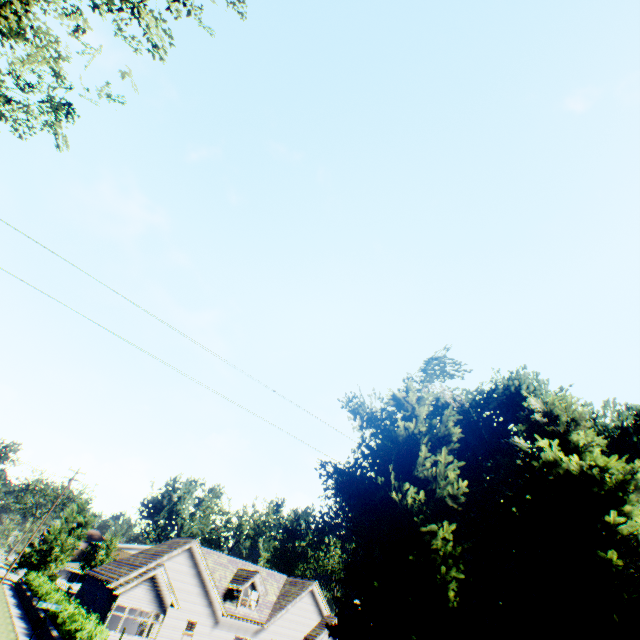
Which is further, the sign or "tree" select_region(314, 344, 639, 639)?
the sign

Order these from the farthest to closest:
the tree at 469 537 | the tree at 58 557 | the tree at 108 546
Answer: the tree at 108 546 < the tree at 58 557 < the tree at 469 537

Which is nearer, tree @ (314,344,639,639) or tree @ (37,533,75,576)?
tree @ (314,344,639,639)

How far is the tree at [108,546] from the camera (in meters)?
44.88

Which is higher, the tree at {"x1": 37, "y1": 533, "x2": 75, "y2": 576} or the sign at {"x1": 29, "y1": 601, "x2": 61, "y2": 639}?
the tree at {"x1": 37, "y1": 533, "x2": 75, "y2": 576}

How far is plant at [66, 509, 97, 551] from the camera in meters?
48.6 m

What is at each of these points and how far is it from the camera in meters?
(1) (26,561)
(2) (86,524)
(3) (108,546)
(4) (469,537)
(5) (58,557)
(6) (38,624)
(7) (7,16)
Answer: (1) plant, 59.5 m
(2) plant, 50.4 m
(3) tree, 46.3 m
(4) tree, 8.5 m
(5) tree, 43.4 m
(6) sign, 14.4 m
(7) tree, 8.3 m

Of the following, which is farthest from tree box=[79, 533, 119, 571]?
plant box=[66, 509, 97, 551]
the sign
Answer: the sign
